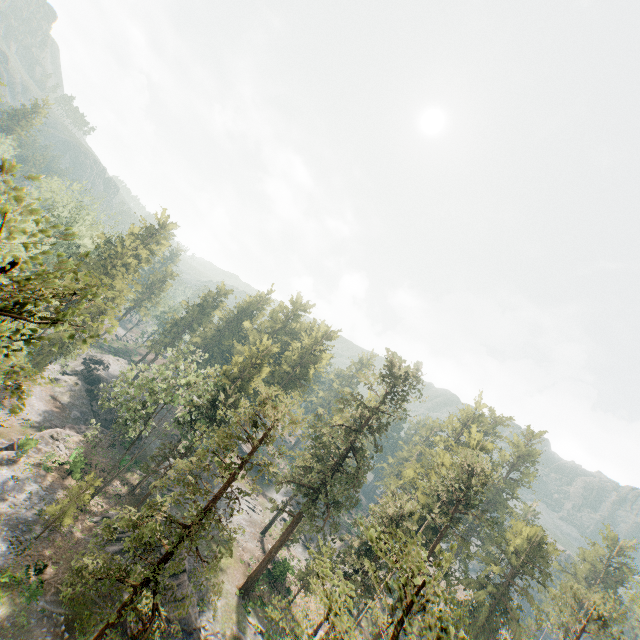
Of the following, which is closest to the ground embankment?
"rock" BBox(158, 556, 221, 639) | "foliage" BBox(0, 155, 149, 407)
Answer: "foliage" BBox(0, 155, 149, 407)

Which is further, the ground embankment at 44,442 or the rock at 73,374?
the rock at 73,374

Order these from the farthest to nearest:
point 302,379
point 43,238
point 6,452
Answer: point 43,238
point 302,379
point 6,452

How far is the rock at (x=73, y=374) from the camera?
52.31m

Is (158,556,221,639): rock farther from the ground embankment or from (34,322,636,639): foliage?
the ground embankment

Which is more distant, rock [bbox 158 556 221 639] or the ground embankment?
the ground embankment

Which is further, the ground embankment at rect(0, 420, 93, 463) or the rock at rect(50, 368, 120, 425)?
the rock at rect(50, 368, 120, 425)

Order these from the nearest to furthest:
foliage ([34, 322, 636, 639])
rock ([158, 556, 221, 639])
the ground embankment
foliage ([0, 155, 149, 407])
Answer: foliage ([0, 155, 149, 407]) → foliage ([34, 322, 636, 639]) → rock ([158, 556, 221, 639]) → the ground embankment
